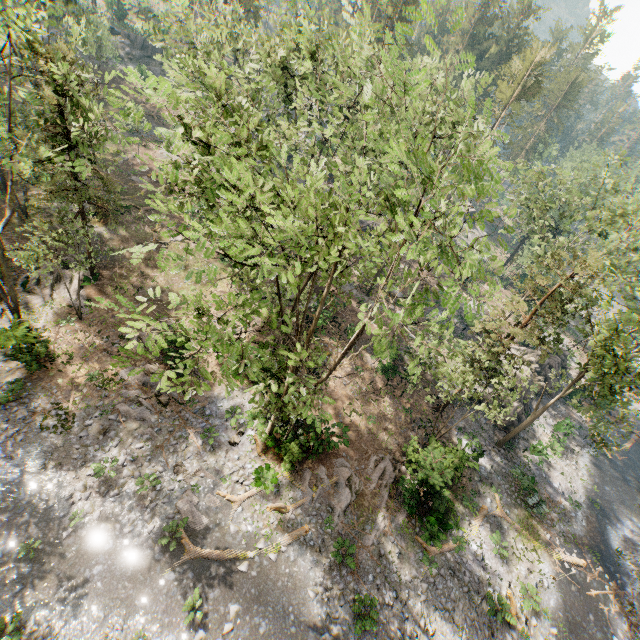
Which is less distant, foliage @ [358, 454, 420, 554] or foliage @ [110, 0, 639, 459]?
foliage @ [110, 0, 639, 459]

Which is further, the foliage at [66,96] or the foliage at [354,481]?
the foliage at [354,481]

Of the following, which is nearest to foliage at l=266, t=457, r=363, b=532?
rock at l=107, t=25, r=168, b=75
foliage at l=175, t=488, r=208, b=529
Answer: rock at l=107, t=25, r=168, b=75

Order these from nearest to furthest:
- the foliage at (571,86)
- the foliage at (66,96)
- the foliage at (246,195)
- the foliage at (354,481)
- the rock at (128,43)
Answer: the foliage at (246,195) < the foliage at (66,96) < the foliage at (354,481) < the rock at (128,43) < the foliage at (571,86)

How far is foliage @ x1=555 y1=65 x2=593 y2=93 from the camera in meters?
58.1

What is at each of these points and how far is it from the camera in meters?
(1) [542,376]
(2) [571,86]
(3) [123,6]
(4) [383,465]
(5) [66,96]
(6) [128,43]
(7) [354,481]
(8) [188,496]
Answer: (1) rock, 33.2
(2) foliage, 59.3
(3) foliage, 58.5
(4) foliage, 21.2
(5) foliage, 16.8
(6) rock, 53.4
(7) foliage, 20.0
(8) foliage, 16.5
